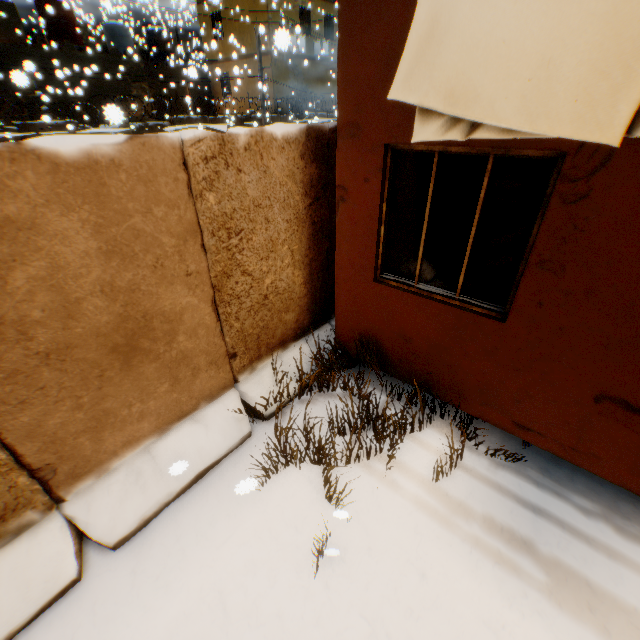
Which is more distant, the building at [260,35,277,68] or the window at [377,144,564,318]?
the building at [260,35,277,68]

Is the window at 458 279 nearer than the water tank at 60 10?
Yes

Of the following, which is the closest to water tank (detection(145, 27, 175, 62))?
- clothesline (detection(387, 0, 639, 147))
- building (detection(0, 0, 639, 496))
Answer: clothesline (detection(387, 0, 639, 147))

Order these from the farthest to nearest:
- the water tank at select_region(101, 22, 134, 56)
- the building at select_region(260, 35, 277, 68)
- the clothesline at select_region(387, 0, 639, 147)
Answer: the water tank at select_region(101, 22, 134, 56), the building at select_region(260, 35, 277, 68), the clothesline at select_region(387, 0, 639, 147)

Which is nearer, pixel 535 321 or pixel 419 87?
pixel 419 87

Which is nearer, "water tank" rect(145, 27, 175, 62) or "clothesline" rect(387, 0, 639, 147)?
"clothesline" rect(387, 0, 639, 147)

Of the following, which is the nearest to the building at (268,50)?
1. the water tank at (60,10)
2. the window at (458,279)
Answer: the window at (458,279)
